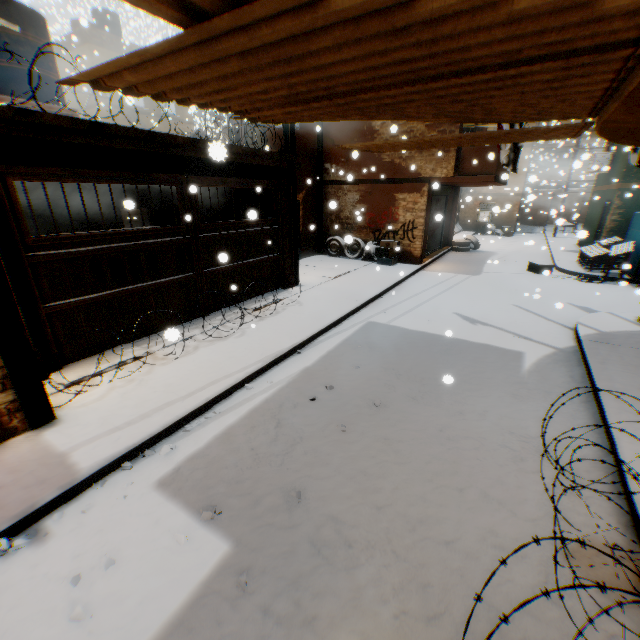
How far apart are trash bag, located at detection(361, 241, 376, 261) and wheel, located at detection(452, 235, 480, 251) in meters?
5.9 m

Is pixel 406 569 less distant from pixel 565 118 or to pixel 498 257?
pixel 565 118

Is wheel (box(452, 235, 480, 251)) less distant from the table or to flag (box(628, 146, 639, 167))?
the table

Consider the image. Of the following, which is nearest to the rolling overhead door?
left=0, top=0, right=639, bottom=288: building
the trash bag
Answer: left=0, top=0, right=639, bottom=288: building

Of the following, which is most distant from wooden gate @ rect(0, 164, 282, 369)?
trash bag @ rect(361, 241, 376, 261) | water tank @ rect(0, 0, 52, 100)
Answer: trash bag @ rect(361, 241, 376, 261)

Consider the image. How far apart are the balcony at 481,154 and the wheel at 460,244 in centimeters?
66cm

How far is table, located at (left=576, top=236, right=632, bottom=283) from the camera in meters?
10.9

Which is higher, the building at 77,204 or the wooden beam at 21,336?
the building at 77,204
